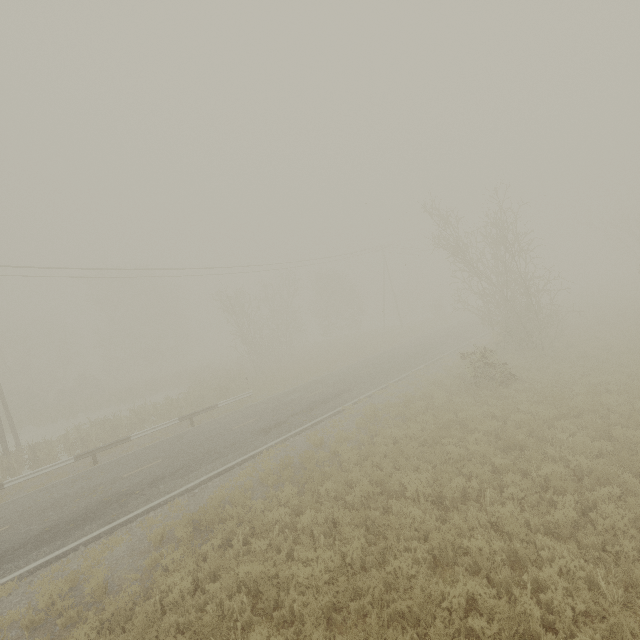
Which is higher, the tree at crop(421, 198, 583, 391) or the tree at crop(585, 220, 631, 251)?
the tree at crop(585, 220, 631, 251)

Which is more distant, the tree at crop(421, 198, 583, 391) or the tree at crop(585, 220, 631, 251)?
the tree at crop(585, 220, 631, 251)

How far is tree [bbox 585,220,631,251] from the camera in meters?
39.8 m

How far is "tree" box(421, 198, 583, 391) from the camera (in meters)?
16.06

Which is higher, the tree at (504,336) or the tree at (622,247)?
the tree at (622,247)

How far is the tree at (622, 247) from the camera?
39.8m

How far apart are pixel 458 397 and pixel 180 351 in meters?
49.9
